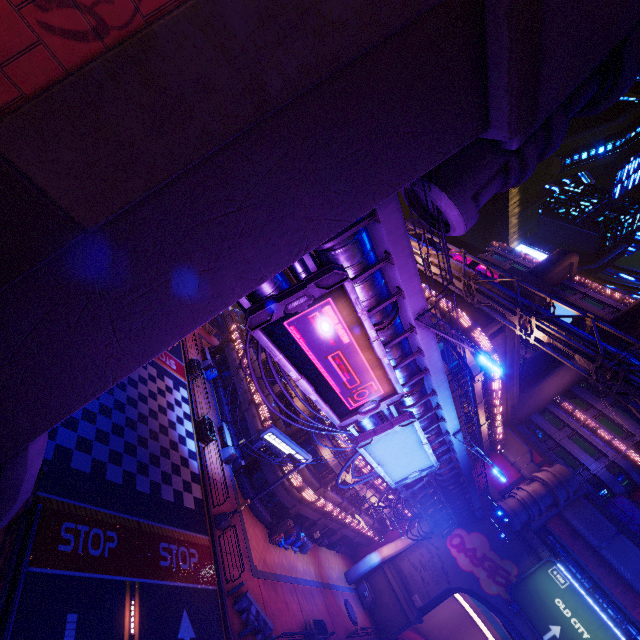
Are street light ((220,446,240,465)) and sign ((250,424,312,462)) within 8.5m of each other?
yes

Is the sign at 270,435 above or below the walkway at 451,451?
below

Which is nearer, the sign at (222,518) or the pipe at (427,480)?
the sign at (222,518)

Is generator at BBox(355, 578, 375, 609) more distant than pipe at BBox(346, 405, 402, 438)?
Yes

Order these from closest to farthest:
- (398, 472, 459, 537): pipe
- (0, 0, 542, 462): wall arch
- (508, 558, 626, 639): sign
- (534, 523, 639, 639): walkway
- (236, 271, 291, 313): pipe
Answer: (0, 0, 542, 462): wall arch, (236, 271, 291, 313): pipe, (398, 472, 459, 537): pipe, (508, 558, 626, 639): sign, (534, 523, 639, 639): walkway

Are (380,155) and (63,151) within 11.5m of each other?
yes

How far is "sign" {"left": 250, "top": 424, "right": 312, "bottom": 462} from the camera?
17.4m

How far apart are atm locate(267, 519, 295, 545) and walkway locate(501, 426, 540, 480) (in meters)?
28.63
